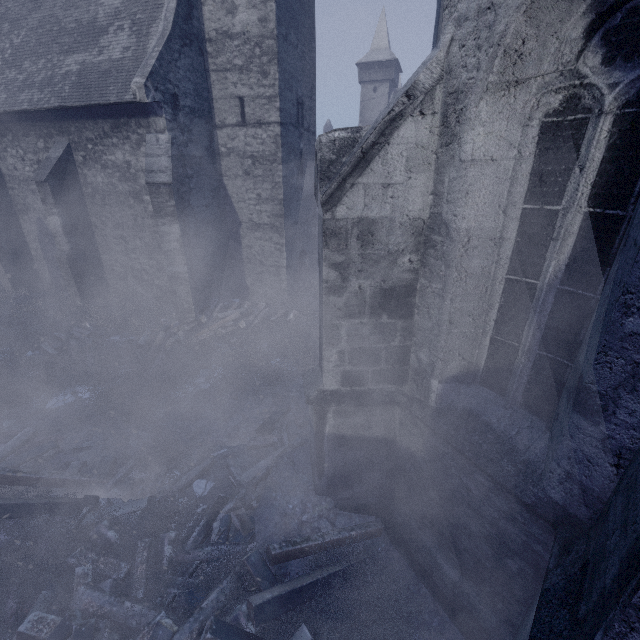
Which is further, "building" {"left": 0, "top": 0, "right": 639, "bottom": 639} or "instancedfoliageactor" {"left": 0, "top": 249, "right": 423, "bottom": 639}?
"instancedfoliageactor" {"left": 0, "top": 249, "right": 423, "bottom": 639}

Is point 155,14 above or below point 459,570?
above

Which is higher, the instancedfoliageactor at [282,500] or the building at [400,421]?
the building at [400,421]

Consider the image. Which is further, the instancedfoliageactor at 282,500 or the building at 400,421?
the instancedfoliageactor at 282,500

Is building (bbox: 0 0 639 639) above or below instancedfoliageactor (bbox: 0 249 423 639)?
above
